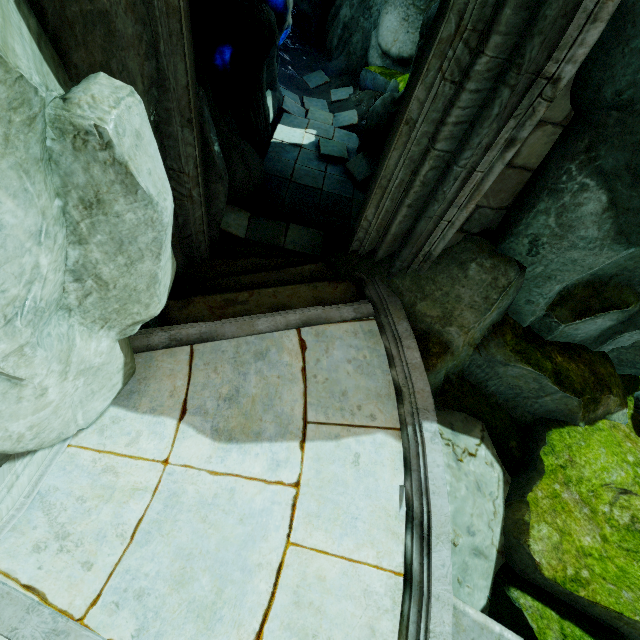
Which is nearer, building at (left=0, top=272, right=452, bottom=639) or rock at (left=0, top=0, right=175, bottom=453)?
rock at (left=0, top=0, right=175, bottom=453)

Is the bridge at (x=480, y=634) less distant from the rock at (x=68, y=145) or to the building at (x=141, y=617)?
the building at (x=141, y=617)

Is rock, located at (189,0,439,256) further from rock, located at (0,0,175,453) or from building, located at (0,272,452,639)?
rock, located at (0,0,175,453)

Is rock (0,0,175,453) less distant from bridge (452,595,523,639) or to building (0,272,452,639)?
building (0,272,452,639)

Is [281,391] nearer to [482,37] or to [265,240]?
[265,240]

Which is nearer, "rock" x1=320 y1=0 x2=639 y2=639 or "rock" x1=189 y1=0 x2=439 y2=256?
"rock" x1=320 y1=0 x2=639 y2=639

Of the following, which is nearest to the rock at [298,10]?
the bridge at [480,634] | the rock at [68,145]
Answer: the bridge at [480,634]

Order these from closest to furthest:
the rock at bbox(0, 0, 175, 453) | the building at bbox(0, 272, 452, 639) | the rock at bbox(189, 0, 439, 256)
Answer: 1. the rock at bbox(0, 0, 175, 453)
2. the building at bbox(0, 272, 452, 639)
3. the rock at bbox(189, 0, 439, 256)
